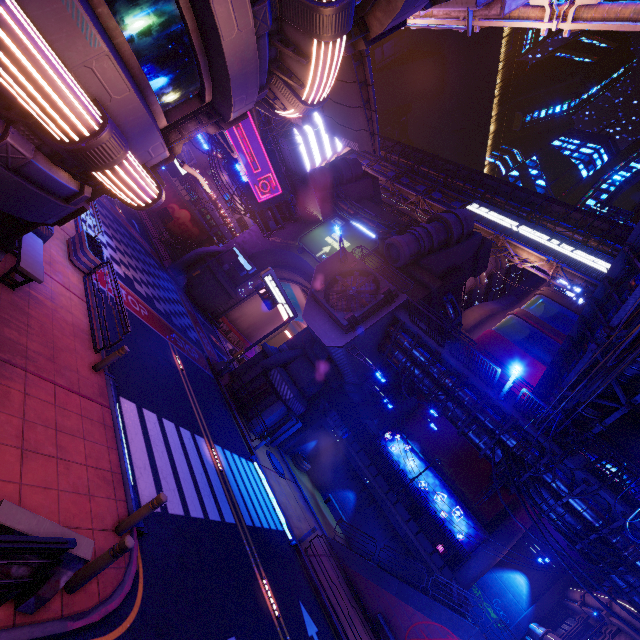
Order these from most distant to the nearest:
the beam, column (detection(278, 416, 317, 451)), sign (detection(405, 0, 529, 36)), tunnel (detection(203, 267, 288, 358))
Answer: tunnel (detection(203, 267, 288, 358)) → column (detection(278, 416, 317, 451)) → the beam → sign (detection(405, 0, 529, 36))

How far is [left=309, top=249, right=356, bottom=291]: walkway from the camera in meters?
23.9

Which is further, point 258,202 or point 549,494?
point 258,202

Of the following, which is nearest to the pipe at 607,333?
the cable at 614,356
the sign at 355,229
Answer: the cable at 614,356

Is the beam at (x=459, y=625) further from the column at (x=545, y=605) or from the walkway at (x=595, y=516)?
the column at (x=545, y=605)

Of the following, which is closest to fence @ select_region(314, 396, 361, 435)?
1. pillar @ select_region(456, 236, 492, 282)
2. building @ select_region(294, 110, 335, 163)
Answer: pillar @ select_region(456, 236, 492, 282)

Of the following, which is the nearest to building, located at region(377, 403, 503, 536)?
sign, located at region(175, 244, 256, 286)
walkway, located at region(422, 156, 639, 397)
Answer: walkway, located at region(422, 156, 639, 397)

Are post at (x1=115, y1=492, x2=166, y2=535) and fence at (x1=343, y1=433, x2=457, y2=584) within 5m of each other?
no
